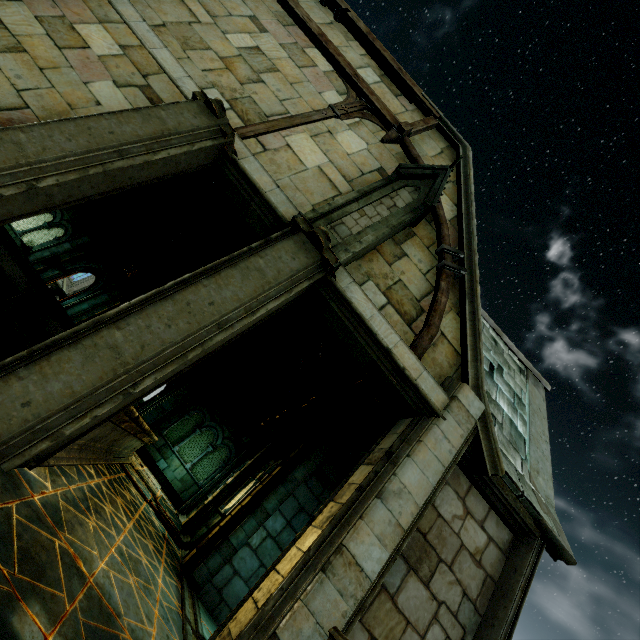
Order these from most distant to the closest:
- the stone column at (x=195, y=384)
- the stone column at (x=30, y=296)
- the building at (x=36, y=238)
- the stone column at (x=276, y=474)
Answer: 1. the building at (x=36, y=238)
2. the stone column at (x=195, y=384)
3. the stone column at (x=30, y=296)
4. the stone column at (x=276, y=474)

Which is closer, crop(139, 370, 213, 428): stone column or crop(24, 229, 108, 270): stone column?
crop(139, 370, 213, 428): stone column

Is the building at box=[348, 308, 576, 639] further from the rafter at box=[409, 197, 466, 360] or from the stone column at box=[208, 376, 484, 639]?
the rafter at box=[409, 197, 466, 360]

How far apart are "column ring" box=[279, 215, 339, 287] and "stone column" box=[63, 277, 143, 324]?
13.9m

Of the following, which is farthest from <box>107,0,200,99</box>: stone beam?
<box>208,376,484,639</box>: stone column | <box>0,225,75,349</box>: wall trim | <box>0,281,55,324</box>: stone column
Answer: <box>0,281,55,324</box>: stone column

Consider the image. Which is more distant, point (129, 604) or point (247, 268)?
point (247, 268)

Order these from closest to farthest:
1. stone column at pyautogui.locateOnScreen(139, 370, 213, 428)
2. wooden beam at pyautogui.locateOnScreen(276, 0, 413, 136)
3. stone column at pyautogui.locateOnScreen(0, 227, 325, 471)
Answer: stone column at pyautogui.locateOnScreen(0, 227, 325, 471)
wooden beam at pyautogui.locateOnScreen(276, 0, 413, 136)
stone column at pyautogui.locateOnScreen(139, 370, 213, 428)

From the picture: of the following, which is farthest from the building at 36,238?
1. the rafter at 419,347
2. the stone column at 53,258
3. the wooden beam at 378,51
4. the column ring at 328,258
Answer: the rafter at 419,347
